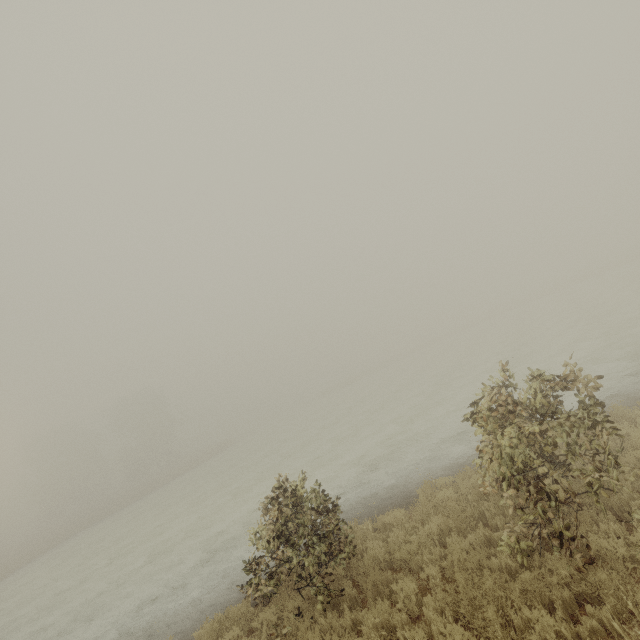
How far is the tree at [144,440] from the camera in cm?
4891

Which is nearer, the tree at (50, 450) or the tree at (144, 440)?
the tree at (50, 450)

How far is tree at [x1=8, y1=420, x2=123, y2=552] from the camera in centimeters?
4308cm

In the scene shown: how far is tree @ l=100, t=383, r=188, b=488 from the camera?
48.9 meters

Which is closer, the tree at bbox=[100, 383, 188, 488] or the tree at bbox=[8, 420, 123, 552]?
the tree at bbox=[8, 420, 123, 552]

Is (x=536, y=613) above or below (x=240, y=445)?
above
